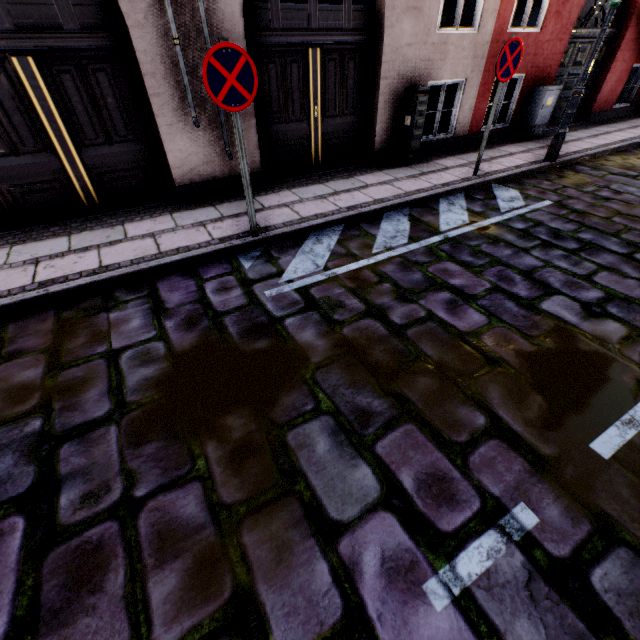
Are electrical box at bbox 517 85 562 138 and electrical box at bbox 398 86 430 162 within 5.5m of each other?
yes

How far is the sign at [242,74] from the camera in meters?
3.0

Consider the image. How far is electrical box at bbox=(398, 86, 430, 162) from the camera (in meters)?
6.02

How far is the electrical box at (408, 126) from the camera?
6.0 meters

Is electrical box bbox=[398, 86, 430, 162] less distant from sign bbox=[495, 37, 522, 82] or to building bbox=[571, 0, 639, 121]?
building bbox=[571, 0, 639, 121]

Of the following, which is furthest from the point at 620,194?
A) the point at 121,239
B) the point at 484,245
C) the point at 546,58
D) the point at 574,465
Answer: the point at 121,239

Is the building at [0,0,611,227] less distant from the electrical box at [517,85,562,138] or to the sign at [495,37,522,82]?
the electrical box at [517,85,562,138]

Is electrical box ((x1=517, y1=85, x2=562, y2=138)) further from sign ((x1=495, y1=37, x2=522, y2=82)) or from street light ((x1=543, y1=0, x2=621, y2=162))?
sign ((x1=495, y1=37, x2=522, y2=82))
